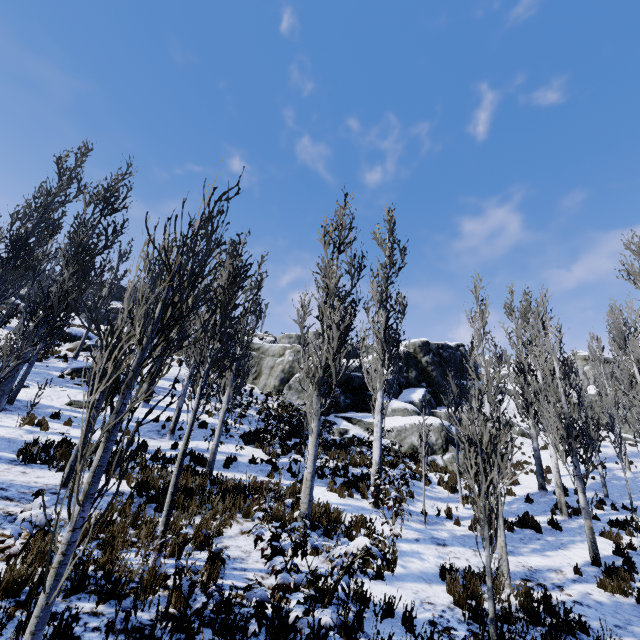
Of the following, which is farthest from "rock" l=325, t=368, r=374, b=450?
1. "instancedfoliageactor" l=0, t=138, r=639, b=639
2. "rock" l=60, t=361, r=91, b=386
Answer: "rock" l=60, t=361, r=91, b=386

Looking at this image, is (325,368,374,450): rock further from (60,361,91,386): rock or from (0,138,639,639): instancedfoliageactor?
(60,361,91,386): rock

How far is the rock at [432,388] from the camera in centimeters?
1920cm

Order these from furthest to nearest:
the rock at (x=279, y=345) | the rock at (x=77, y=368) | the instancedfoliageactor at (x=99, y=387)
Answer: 1. the rock at (x=279, y=345)
2. the rock at (x=77, y=368)
3. the instancedfoliageactor at (x=99, y=387)

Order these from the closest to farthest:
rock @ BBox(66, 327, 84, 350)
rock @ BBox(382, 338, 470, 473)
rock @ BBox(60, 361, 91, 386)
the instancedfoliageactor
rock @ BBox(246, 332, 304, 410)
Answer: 1. the instancedfoliageactor
2. rock @ BBox(60, 361, 91, 386)
3. rock @ BBox(382, 338, 470, 473)
4. rock @ BBox(66, 327, 84, 350)
5. rock @ BBox(246, 332, 304, 410)

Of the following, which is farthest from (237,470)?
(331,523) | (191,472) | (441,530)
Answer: (441,530)

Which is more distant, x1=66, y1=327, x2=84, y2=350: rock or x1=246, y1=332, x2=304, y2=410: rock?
x1=246, y1=332, x2=304, y2=410: rock

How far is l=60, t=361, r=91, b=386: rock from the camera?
17.2 meters
